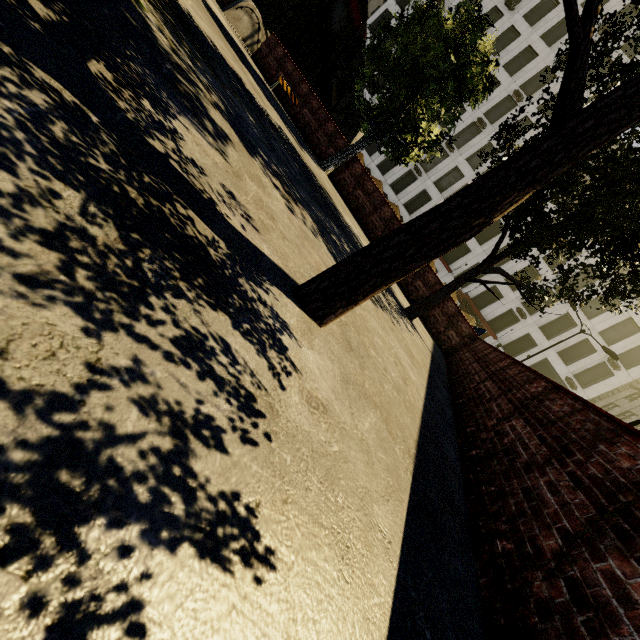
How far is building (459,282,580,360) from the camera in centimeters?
3262cm

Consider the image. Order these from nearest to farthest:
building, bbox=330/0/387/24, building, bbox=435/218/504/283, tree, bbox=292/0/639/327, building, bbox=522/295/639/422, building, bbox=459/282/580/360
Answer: tree, bbox=292/0/639/327 < building, bbox=522/295/639/422 < building, bbox=459/282/580/360 < building, bbox=435/218/504/283 < building, bbox=330/0/387/24

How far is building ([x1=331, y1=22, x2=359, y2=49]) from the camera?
52.4m

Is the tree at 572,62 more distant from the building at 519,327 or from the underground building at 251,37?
the building at 519,327

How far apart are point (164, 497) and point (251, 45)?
21.0m

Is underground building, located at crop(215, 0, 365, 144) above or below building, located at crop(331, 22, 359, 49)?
below

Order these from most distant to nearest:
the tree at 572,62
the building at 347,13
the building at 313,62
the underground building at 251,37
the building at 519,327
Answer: the building at 313,62, the building at 347,13, the building at 519,327, the underground building at 251,37, the tree at 572,62
